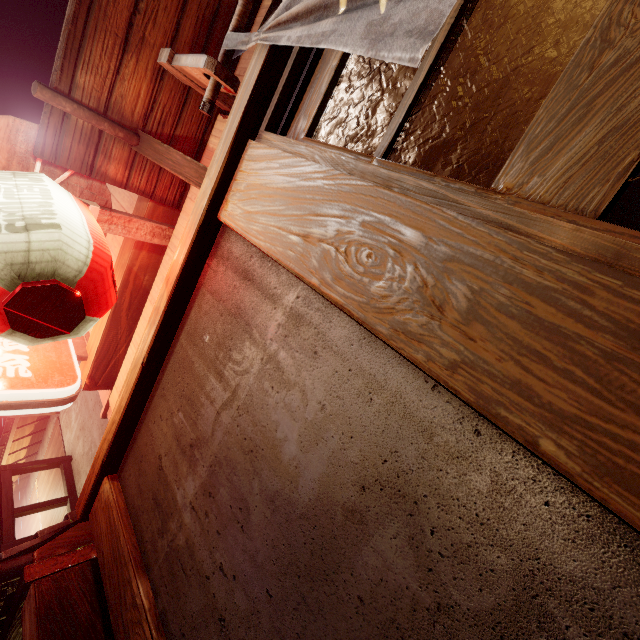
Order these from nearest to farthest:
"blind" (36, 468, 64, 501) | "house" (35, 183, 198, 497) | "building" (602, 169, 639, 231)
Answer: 1. "house" (35, 183, 198, 497)
2. "blind" (36, 468, 64, 501)
3. "building" (602, 169, 639, 231)

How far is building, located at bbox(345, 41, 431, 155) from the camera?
3.8 meters

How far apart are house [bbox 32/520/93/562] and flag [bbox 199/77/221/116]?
7.4m

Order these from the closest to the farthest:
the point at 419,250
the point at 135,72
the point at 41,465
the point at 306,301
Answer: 1. the point at 419,250
2. the point at 306,301
3. the point at 135,72
4. the point at 41,465

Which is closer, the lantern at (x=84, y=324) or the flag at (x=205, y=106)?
the lantern at (x=84, y=324)

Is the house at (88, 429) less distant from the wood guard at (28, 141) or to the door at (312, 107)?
the wood guard at (28, 141)

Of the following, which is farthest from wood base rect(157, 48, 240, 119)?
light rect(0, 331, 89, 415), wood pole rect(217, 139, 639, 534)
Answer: light rect(0, 331, 89, 415)

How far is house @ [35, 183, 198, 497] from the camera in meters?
4.9 m
